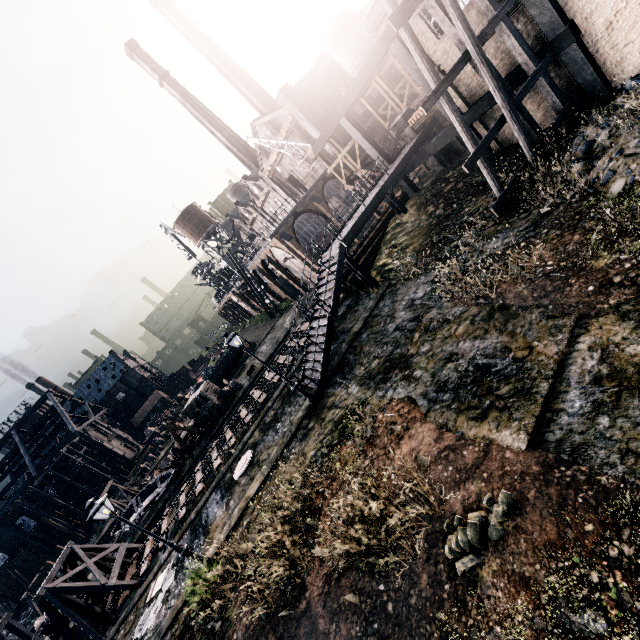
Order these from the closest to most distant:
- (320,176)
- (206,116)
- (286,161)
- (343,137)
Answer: (320,176)
(343,137)
(286,161)
(206,116)

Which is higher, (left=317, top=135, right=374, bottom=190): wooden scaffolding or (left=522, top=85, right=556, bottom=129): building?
(left=317, top=135, right=374, bottom=190): wooden scaffolding

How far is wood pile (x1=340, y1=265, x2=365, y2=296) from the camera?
22.2 meters

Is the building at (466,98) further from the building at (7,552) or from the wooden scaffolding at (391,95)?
the building at (7,552)

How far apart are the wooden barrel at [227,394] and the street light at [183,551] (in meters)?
21.24

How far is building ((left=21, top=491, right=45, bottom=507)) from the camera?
56.0m

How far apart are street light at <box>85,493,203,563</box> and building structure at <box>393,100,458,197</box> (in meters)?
25.20
